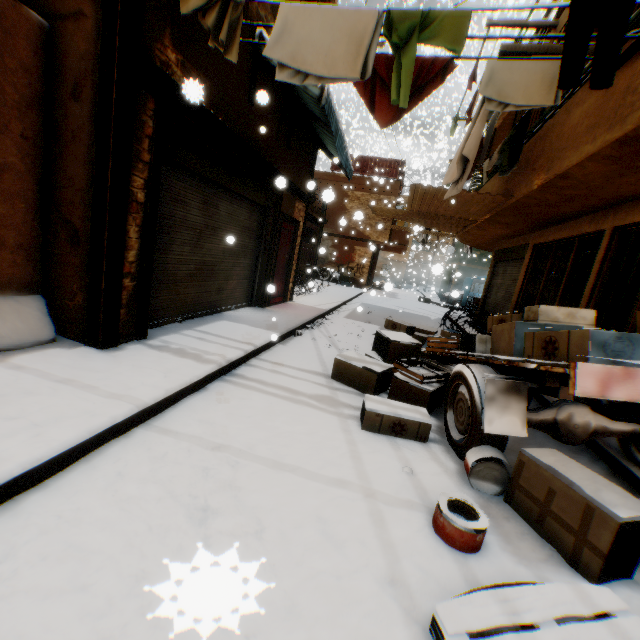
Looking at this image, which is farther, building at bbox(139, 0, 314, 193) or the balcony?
the balcony

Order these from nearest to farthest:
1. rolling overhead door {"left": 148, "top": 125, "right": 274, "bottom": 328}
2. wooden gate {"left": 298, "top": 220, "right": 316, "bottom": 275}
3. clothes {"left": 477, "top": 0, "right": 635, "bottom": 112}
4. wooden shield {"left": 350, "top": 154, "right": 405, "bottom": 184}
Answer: clothes {"left": 477, "top": 0, "right": 635, "bottom": 112}, rolling overhead door {"left": 148, "top": 125, "right": 274, "bottom": 328}, wooden gate {"left": 298, "top": 220, "right": 316, "bottom": 275}, wooden shield {"left": 350, "top": 154, "right": 405, "bottom": 184}

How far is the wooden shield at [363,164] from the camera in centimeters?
2059cm

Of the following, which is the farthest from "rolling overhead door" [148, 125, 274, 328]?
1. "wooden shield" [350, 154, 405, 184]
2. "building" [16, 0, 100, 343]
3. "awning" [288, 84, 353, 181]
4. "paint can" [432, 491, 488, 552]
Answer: "wooden shield" [350, 154, 405, 184]

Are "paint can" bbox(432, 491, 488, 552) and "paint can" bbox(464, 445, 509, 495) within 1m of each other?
yes

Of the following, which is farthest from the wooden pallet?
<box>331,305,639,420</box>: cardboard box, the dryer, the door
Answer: the door

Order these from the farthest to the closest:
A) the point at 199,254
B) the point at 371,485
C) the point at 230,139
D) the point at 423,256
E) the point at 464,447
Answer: the point at 423,256
the point at 199,254
the point at 230,139
the point at 464,447
the point at 371,485

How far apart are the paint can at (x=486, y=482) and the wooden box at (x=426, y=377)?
1.3m
